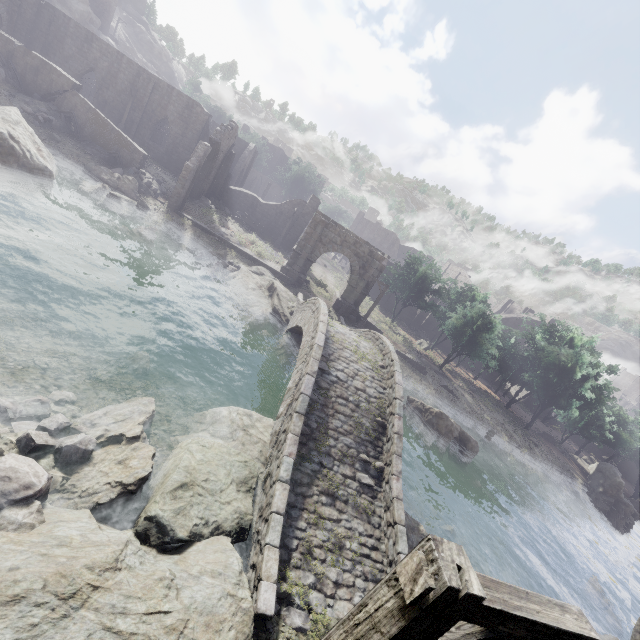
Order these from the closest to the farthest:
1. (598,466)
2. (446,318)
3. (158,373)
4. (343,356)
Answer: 1. (158,373)
2. (343,356)
3. (598,466)
4. (446,318)

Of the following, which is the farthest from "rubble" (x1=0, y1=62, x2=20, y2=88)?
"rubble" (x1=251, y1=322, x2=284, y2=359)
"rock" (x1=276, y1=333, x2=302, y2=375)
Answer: "rock" (x1=276, y1=333, x2=302, y2=375)

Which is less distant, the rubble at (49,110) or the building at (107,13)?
the rubble at (49,110)

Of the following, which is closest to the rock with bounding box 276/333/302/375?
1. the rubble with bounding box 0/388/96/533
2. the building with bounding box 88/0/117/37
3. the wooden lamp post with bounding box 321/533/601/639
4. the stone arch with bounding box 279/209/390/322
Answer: the stone arch with bounding box 279/209/390/322

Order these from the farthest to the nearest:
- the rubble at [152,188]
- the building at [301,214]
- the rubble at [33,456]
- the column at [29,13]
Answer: the building at [301,214] < the column at [29,13] < the rubble at [152,188] < the rubble at [33,456]

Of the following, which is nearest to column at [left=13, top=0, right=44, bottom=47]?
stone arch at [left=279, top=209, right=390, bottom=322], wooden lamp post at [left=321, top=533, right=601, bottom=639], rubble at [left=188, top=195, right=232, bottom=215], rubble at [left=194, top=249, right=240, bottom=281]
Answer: rubble at [left=188, top=195, right=232, bottom=215]

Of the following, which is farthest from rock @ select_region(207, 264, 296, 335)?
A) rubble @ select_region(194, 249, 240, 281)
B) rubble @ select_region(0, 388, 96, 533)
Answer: rubble @ select_region(0, 388, 96, 533)

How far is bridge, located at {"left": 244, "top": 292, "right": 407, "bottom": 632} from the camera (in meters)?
7.10
